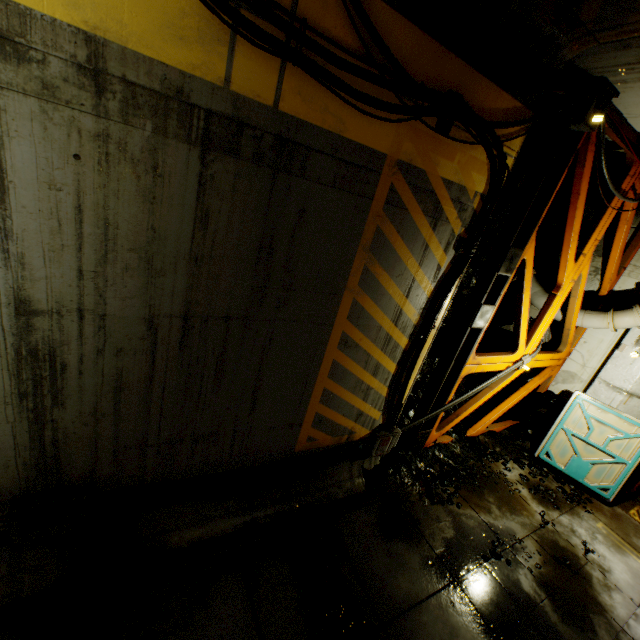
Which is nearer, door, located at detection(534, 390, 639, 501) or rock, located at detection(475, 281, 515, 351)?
door, located at detection(534, 390, 639, 501)

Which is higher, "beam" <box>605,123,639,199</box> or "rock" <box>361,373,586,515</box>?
"beam" <box>605,123,639,199</box>

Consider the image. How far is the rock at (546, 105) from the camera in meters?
5.1 m

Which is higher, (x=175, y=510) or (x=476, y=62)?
(x=476, y=62)

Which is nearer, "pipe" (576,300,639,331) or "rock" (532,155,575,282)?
"rock" (532,155,575,282)

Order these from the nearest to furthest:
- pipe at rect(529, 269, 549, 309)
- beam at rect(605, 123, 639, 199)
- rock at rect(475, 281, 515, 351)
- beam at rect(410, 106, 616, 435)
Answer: beam at rect(410, 106, 616, 435)
beam at rect(605, 123, 639, 199)
pipe at rect(529, 269, 549, 309)
rock at rect(475, 281, 515, 351)

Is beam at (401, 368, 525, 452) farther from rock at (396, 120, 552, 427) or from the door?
the door

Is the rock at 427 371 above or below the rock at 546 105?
below
